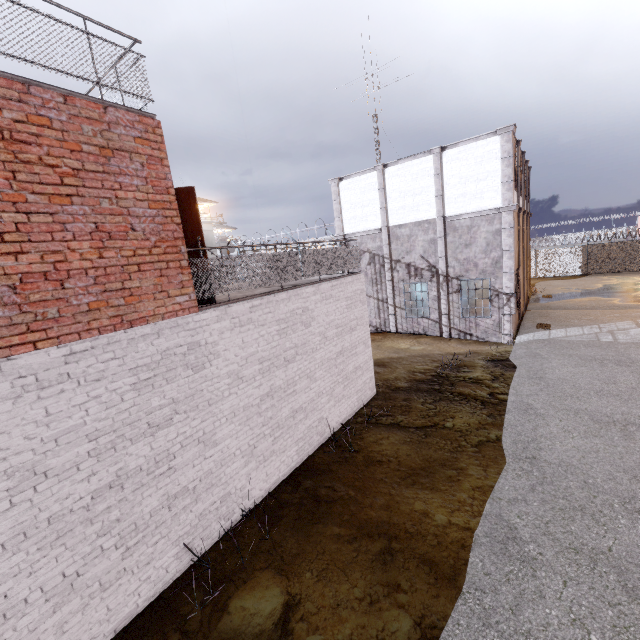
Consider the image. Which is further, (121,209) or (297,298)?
(297,298)

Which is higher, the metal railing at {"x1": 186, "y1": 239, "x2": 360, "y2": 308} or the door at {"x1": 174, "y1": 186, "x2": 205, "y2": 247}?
the door at {"x1": 174, "y1": 186, "x2": 205, "y2": 247}

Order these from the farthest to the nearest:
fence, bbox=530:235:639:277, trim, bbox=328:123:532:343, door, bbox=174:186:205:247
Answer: fence, bbox=530:235:639:277, trim, bbox=328:123:532:343, door, bbox=174:186:205:247

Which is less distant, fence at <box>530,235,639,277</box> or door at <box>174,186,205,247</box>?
door at <box>174,186,205,247</box>

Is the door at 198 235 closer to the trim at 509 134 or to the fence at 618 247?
the fence at 618 247

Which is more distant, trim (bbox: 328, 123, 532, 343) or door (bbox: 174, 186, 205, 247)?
trim (bbox: 328, 123, 532, 343)

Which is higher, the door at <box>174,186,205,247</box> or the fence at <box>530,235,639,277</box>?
the door at <box>174,186,205,247</box>

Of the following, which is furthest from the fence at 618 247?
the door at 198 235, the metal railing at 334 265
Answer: the door at 198 235
